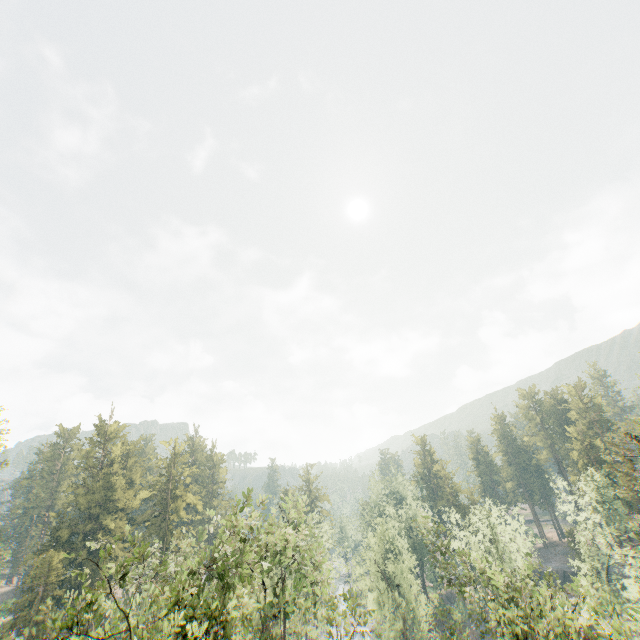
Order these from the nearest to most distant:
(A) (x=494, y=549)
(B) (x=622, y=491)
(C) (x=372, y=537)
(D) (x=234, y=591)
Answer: (D) (x=234, y=591) → (B) (x=622, y=491) → (C) (x=372, y=537) → (A) (x=494, y=549)

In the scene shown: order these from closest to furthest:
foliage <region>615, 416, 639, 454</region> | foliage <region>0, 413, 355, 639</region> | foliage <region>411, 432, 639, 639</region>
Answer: foliage <region>0, 413, 355, 639</region>, foliage <region>411, 432, 639, 639</region>, foliage <region>615, 416, 639, 454</region>

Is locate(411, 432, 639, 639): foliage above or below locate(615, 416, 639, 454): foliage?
below

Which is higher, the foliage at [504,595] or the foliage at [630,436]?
the foliage at [630,436]

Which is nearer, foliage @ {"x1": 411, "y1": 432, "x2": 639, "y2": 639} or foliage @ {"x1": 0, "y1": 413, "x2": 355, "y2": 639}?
foliage @ {"x1": 0, "y1": 413, "x2": 355, "y2": 639}

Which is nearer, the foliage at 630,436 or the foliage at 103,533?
the foliage at 103,533
